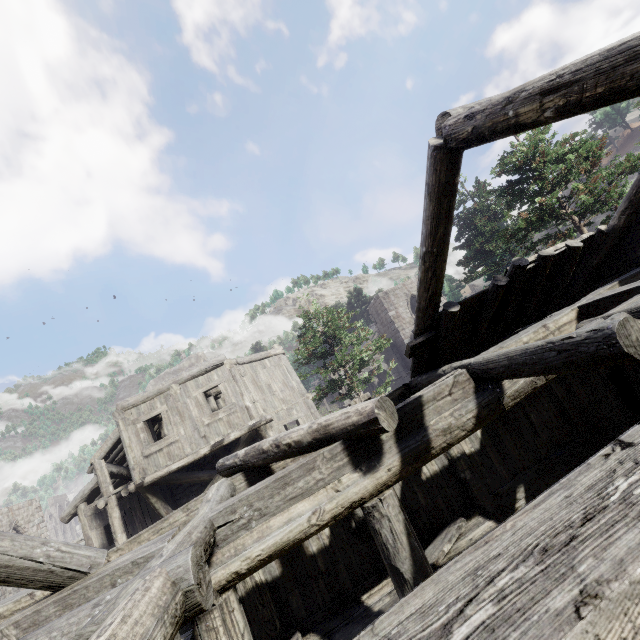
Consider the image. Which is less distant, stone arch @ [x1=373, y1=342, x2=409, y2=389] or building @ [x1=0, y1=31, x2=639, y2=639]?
building @ [x1=0, y1=31, x2=639, y2=639]

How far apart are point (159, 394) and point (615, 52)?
14.2 meters

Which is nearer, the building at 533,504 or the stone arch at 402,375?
the building at 533,504

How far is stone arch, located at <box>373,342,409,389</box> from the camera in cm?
3109

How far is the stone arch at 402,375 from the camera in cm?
3109
